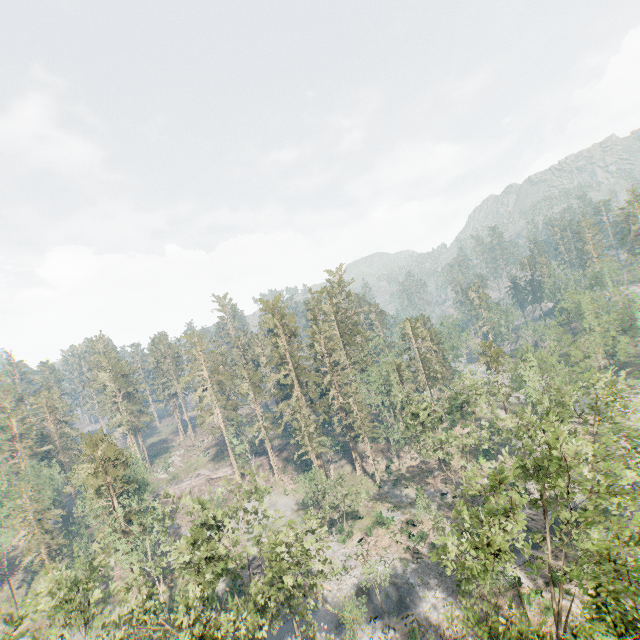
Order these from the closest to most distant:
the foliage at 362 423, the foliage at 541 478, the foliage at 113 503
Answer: →
the foliage at 541 478
the foliage at 113 503
the foliage at 362 423

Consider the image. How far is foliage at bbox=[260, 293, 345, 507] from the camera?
48.41m

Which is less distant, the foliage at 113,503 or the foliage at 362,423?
the foliage at 113,503

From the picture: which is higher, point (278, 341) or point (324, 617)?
point (278, 341)

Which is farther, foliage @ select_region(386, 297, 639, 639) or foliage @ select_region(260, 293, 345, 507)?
foliage @ select_region(260, 293, 345, 507)

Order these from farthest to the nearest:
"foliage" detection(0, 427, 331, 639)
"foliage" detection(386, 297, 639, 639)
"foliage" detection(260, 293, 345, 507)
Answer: "foliage" detection(260, 293, 345, 507), "foliage" detection(0, 427, 331, 639), "foliage" detection(386, 297, 639, 639)
